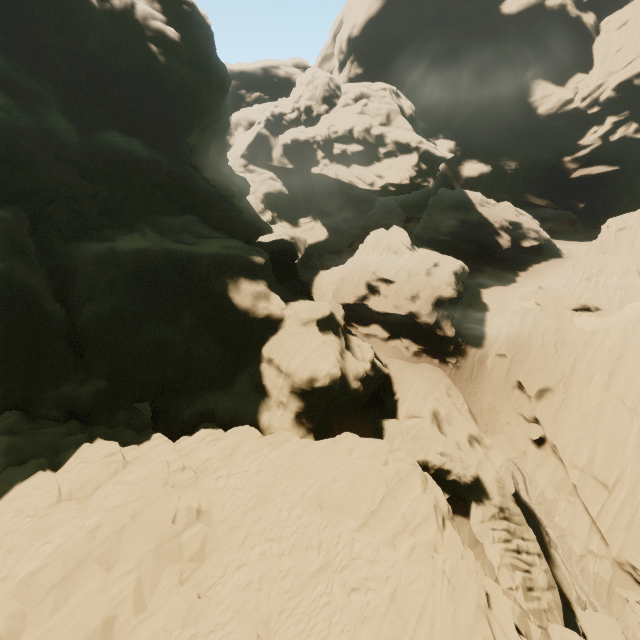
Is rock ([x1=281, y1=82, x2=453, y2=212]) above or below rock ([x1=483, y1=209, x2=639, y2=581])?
above

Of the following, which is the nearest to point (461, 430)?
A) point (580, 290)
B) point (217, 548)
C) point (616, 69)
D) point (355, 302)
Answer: point (217, 548)

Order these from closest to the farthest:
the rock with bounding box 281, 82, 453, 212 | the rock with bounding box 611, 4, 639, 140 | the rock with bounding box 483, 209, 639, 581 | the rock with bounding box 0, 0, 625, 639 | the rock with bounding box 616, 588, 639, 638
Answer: the rock with bounding box 0, 0, 625, 639 → the rock with bounding box 616, 588, 639, 638 → the rock with bounding box 483, 209, 639, 581 → the rock with bounding box 281, 82, 453, 212 → the rock with bounding box 611, 4, 639, 140

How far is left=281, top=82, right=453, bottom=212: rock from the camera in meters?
50.2

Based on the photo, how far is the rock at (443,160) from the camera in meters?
50.2 m

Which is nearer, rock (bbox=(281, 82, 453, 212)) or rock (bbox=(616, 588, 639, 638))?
rock (bbox=(616, 588, 639, 638))

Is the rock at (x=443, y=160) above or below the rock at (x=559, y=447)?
above
